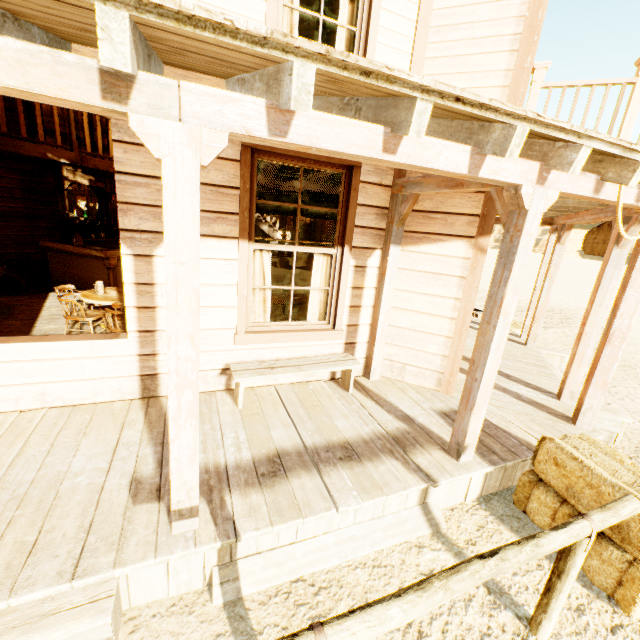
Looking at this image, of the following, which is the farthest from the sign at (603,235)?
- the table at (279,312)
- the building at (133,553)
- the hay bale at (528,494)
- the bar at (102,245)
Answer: the bar at (102,245)

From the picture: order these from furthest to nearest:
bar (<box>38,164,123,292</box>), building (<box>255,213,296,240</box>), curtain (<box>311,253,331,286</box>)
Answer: building (<box>255,213,296,240</box>), bar (<box>38,164,123,292</box>), curtain (<box>311,253,331,286</box>)

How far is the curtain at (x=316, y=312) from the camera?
4.45m

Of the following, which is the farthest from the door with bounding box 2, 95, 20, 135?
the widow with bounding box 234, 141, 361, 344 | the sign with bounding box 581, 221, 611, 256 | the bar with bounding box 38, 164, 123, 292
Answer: the sign with bounding box 581, 221, 611, 256

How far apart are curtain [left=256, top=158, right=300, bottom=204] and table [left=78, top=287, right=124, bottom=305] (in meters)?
2.32

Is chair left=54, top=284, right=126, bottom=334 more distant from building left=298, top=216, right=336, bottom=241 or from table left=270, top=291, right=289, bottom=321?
table left=270, top=291, right=289, bottom=321

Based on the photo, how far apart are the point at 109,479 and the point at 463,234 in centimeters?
453cm

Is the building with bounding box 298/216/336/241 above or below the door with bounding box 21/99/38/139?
below
